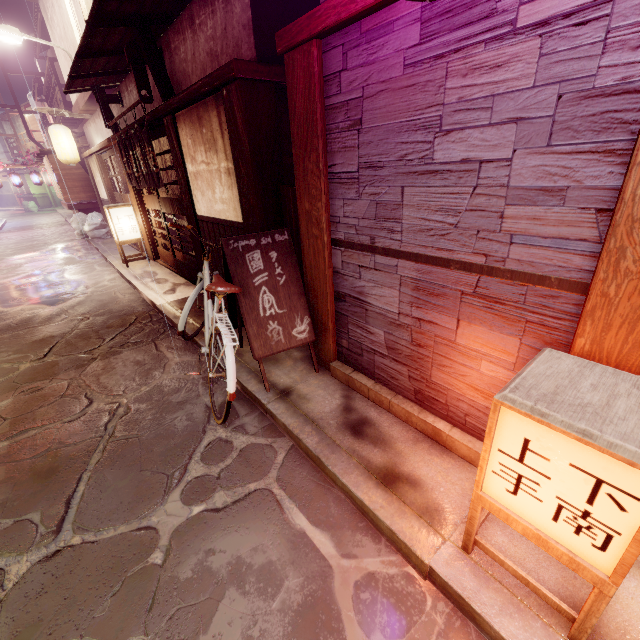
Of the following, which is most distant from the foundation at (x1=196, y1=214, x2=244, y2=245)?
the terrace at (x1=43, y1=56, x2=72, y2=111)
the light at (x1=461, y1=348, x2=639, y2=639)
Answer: the terrace at (x1=43, y1=56, x2=72, y2=111)

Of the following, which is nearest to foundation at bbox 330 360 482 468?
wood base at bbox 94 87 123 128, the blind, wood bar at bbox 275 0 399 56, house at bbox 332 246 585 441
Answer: house at bbox 332 246 585 441

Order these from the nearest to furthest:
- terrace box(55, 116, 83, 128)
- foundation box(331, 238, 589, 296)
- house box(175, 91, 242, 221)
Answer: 1. foundation box(331, 238, 589, 296)
2. house box(175, 91, 242, 221)
3. terrace box(55, 116, 83, 128)

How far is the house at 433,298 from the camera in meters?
3.3

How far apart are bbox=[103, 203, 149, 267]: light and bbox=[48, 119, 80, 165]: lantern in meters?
7.8

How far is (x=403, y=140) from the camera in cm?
374

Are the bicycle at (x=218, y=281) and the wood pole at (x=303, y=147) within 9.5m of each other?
yes

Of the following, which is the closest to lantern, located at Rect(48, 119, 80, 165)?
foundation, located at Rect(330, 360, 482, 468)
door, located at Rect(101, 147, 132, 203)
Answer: door, located at Rect(101, 147, 132, 203)
